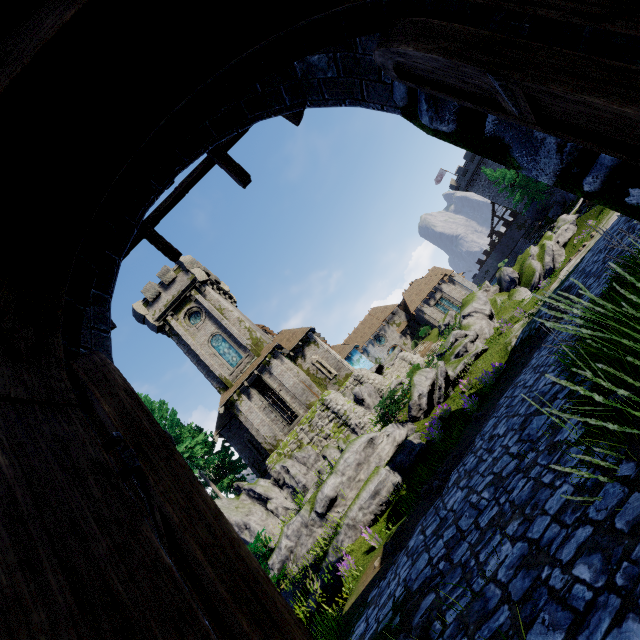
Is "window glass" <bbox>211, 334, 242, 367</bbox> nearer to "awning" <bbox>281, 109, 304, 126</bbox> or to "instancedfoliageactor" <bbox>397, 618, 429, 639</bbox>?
"awning" <bbox>281, 109, 304, 126</bbox>

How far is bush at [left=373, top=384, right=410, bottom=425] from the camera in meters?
14.4

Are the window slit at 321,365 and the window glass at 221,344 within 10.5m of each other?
yes

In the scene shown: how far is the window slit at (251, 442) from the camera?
27.1 meters

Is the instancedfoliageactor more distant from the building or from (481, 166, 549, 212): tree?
(481, 166, 549, 212): tree

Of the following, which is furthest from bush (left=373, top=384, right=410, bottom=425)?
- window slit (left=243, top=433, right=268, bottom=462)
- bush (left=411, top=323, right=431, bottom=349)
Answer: bush (left=411, top=323, right=431, bottom=349)

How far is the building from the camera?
25.8m

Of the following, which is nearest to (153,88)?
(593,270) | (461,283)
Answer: (593,270)
